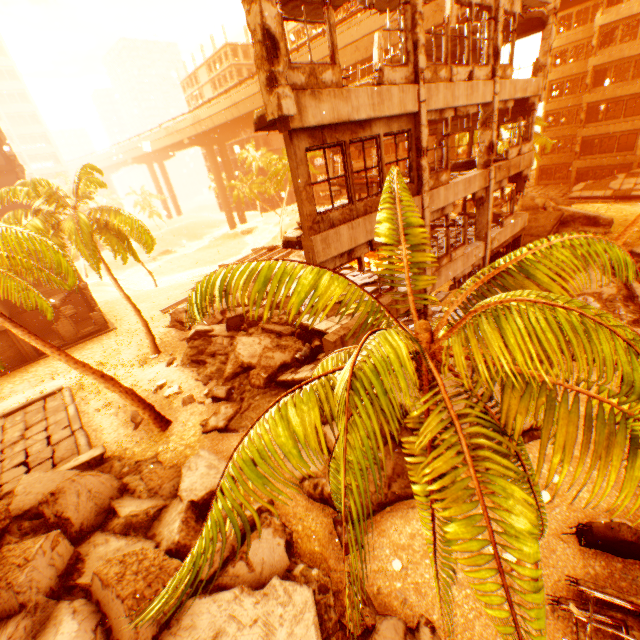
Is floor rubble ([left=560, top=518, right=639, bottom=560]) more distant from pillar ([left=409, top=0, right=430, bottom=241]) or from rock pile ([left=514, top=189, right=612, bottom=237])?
pillar ([left=409, top=0, right=430, bottom=241])

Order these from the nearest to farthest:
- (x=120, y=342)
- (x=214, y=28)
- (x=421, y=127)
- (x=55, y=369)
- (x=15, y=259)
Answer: (x=421, y=127), (x=15, y=259), (x=55, y=369), (x=120, y=342), (x=214, y=28)

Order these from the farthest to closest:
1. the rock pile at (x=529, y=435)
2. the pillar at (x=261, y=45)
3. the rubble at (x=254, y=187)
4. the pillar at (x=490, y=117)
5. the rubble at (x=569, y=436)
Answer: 1. the rubble at (x=254, y=187)
2. the pillar at (x=490, y=117)
3. the rock pile at (x=529, y=435)
4. the pillar at (x=261, y=45)
5. the rubble at (x=569, y=436)

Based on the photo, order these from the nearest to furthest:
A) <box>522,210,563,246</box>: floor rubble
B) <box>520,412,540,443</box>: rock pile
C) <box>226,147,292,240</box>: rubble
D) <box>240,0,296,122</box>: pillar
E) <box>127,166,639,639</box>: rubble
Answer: <box>127,166,639,639</box>: rubble < <box>240,0,296,122</box>: pillar < <box>520,412,540,443</box>: rock pile < <box>522,210,563,246</box>: floor rubble < <box>226,147,292,240</box>: rubble

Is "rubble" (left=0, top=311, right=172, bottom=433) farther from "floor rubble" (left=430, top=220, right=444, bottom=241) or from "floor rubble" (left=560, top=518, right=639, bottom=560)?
"floor rubble" (left=430, top=220, right=444, bottom=241)

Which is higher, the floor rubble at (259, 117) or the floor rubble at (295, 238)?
A: the floor rubble at (259, 117)

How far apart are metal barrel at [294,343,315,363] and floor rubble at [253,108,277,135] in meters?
8.0

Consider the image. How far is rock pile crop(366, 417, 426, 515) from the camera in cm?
916
